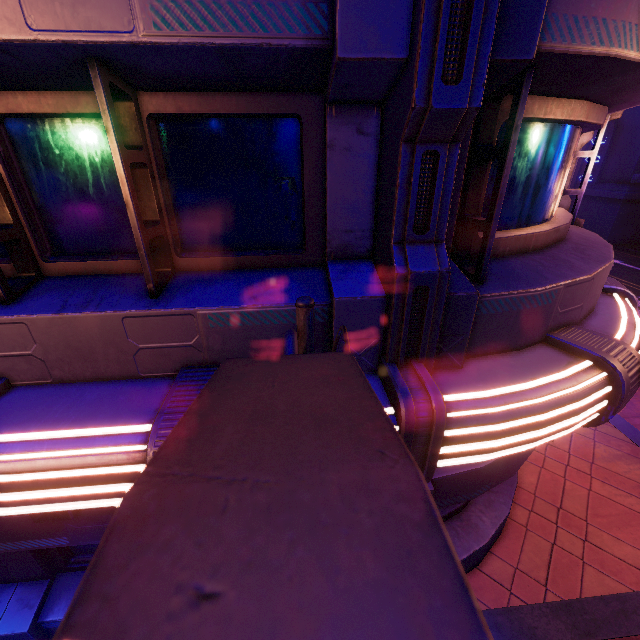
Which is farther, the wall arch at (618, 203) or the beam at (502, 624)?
the wall arch at (618, 203)

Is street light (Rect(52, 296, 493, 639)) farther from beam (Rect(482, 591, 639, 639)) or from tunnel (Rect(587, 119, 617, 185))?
tunnel (Rect(587, 119, 617, 185))

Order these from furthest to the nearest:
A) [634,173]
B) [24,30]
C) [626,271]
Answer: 1. [634,173]
2. [626,271]
3. [24,30]

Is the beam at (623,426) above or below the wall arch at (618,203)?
below

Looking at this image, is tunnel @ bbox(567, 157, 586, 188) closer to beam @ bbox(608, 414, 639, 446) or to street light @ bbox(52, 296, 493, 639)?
beam @ bbox(608, 414, 639, 446)

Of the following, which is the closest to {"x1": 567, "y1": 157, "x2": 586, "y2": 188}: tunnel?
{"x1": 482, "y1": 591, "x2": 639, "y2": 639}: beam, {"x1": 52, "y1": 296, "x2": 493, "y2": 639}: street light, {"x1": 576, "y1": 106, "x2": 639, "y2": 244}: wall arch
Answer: {"x1": 576, "y1": 106, "x2": 639, "y2": 244}: wall arch

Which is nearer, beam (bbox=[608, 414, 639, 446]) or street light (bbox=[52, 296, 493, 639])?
street light (bbox=[52, 296, 493, 639])

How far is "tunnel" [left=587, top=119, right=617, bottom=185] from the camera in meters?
24.9
